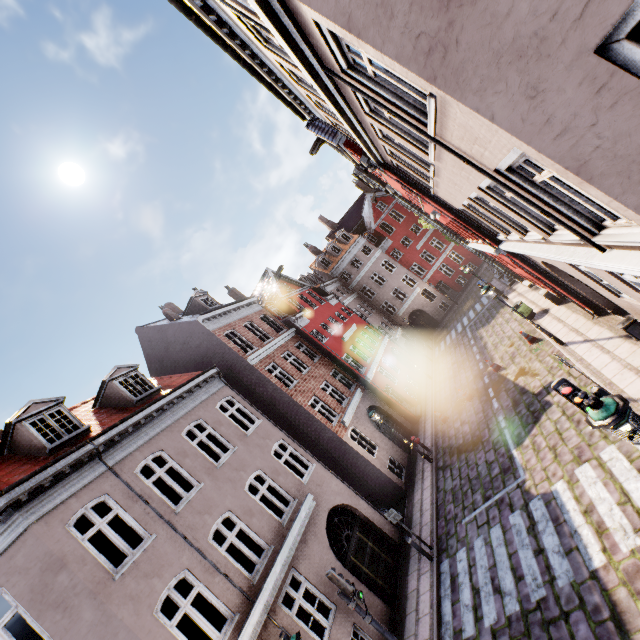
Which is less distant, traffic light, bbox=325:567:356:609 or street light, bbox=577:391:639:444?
street light, bbox=577:391:639:444

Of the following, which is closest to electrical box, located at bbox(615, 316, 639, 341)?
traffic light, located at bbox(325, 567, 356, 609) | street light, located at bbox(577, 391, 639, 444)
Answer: street light, located at bbox(577, 391, 639, 444)

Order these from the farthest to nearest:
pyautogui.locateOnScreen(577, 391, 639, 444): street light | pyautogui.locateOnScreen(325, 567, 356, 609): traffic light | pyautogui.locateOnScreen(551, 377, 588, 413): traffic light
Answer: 1. pyautogui.locateOnScreen(325, 567, 356, 609): traffic light
2. pyautogui.locateOnScreen(551, 377, 588, 413): traffic light
3. pyautogui.locateOnScreen(577, 391, 639, 444): street light

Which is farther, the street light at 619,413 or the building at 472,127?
the street light at 619,413

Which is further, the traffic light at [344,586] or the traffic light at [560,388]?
the traffic light at [344,586]

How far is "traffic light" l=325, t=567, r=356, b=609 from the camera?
8.18m

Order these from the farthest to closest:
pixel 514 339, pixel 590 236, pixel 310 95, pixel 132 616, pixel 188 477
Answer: pixel 514 339, pixel 188 477, pixel 310 95, pixel 132 616, pixel 590 236

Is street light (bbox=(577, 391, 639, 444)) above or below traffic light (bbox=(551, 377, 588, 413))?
above
